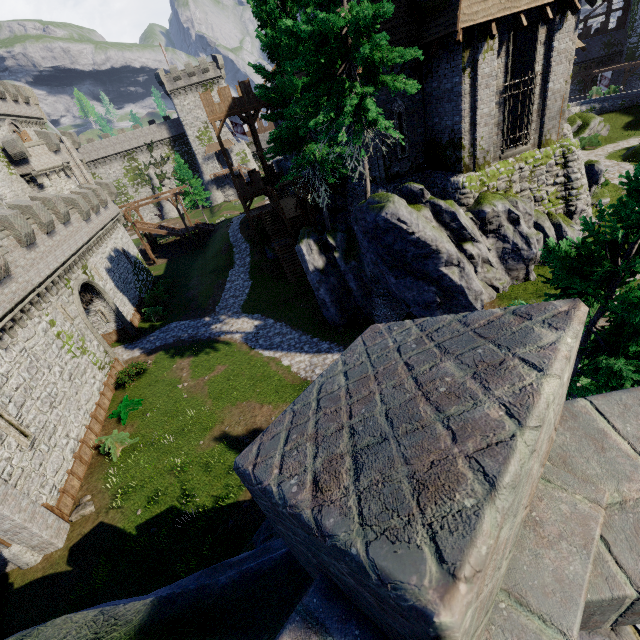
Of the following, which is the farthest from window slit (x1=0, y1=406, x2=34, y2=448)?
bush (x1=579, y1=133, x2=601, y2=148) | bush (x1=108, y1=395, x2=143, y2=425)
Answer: bush (x1=579, y1=133, x2=601, y2=148)

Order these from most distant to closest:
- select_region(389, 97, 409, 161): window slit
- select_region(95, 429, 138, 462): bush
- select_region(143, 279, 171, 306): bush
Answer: select_region(143, 279, 171, 306): bush, select_region(95, 429, 138, 462): bush, select_region(389, 97, 409, 161): window slit

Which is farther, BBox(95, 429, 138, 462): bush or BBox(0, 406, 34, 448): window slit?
BBox(95, 429, 138, 462): bush

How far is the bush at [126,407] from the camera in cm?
1975

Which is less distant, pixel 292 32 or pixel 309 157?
pixel 292 32

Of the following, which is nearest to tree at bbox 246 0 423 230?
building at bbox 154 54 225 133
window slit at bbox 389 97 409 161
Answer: window slit at bbox 389 97 409 161

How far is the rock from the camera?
14.8m

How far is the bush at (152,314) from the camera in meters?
30.1 m
